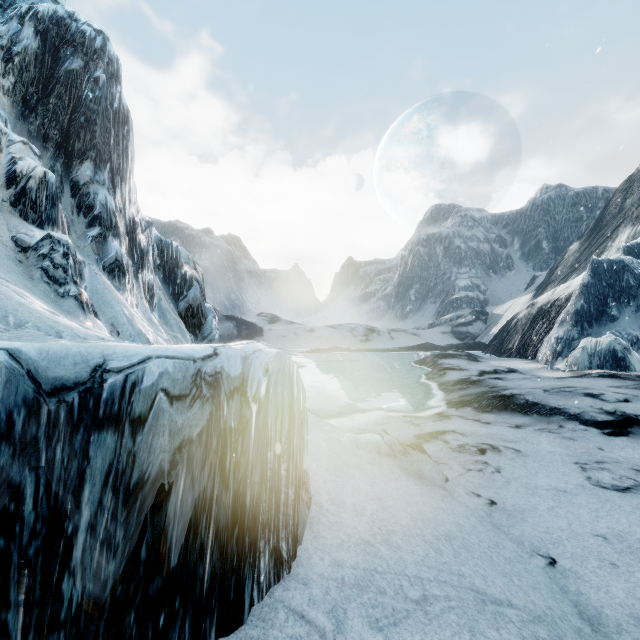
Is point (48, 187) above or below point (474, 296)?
below
